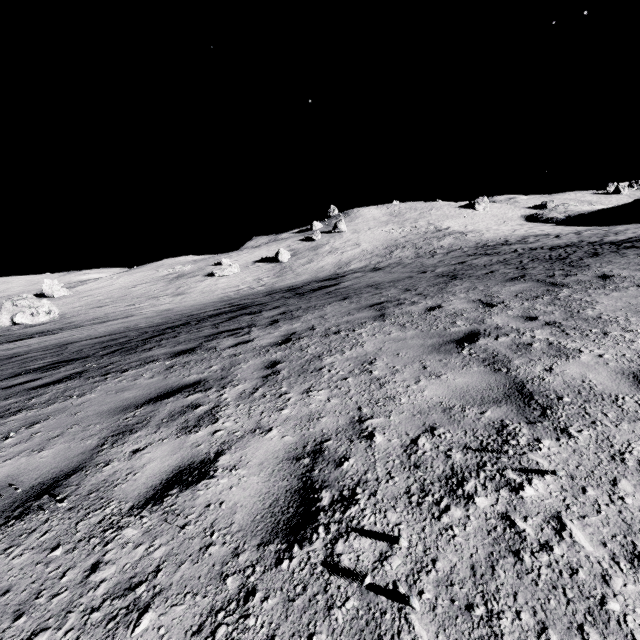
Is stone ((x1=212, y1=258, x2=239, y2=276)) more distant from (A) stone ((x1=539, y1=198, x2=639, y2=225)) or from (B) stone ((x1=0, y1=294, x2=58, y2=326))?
(A) stone ((x1=539, y1=198, x2=639, y2=225))

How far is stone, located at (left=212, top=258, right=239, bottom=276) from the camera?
45.25m

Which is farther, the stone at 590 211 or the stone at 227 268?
the stone at 590 211

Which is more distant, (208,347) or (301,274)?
(301,274)

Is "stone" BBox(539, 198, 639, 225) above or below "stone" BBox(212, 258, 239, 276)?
below

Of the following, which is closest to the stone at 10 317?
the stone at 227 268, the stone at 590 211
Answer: the stone at 227 268

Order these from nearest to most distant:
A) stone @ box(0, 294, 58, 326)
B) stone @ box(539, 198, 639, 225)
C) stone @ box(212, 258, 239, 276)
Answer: stone @ box(0, 294, 58, 326)
stone @ box(212, 258, 239, 276)
stone @ box(539, 198, 639, 225)
